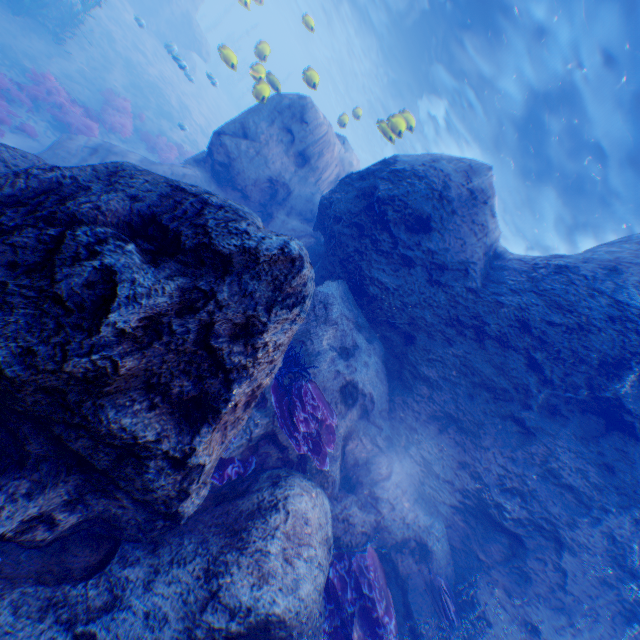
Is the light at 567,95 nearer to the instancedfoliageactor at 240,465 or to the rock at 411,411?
the rock at 411,411

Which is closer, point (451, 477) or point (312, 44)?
point (451, 477)

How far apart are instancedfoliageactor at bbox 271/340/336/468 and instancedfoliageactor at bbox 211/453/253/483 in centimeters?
67cm

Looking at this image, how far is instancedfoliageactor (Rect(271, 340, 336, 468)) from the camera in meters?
4.9

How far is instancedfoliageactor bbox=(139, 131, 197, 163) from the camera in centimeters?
1500cm

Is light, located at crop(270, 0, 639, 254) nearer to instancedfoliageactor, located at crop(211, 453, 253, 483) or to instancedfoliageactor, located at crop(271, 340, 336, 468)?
instancedfoliageactor, located at crop(271, 340, 336, 468)

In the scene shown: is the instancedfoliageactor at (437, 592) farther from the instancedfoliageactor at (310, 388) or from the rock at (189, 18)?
the instancedfoliageactor at (310, 388)

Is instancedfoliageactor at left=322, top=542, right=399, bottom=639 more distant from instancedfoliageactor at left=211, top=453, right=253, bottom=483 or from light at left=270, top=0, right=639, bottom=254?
light at left=270, top=0, right=639, bottom=254
